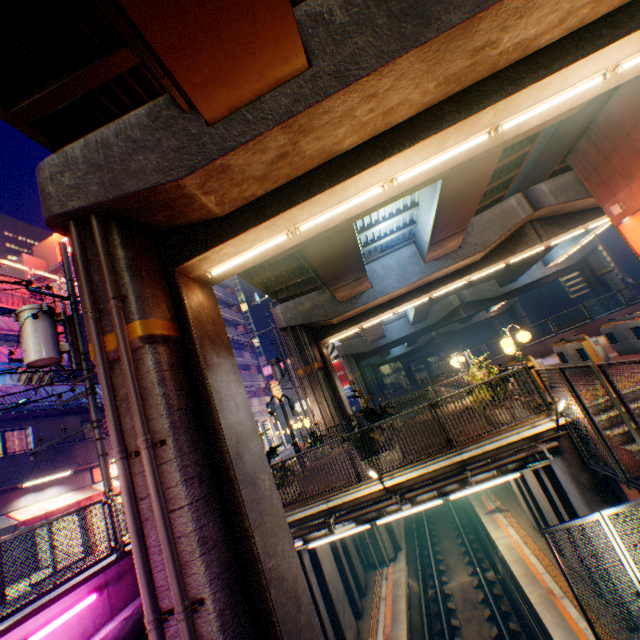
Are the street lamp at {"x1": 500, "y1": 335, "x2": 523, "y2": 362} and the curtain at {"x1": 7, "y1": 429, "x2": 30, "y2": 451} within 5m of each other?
no

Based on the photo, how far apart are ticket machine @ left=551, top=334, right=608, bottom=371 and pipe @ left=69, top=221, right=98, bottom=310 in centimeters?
1247cm

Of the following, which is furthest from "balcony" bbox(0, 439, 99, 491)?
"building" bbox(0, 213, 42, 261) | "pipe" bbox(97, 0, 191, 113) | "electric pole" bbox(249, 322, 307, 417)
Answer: "building" bbox(0, 213, 42, 261)

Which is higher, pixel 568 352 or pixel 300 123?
pixel 300 123

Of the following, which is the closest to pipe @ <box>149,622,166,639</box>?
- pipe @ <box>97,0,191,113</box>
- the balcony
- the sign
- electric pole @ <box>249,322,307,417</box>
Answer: pipe @ <box>97,0,191,113</box>

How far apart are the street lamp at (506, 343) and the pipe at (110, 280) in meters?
8.3 m

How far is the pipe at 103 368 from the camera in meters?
5.6

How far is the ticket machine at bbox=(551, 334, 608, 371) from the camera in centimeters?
1003cm
